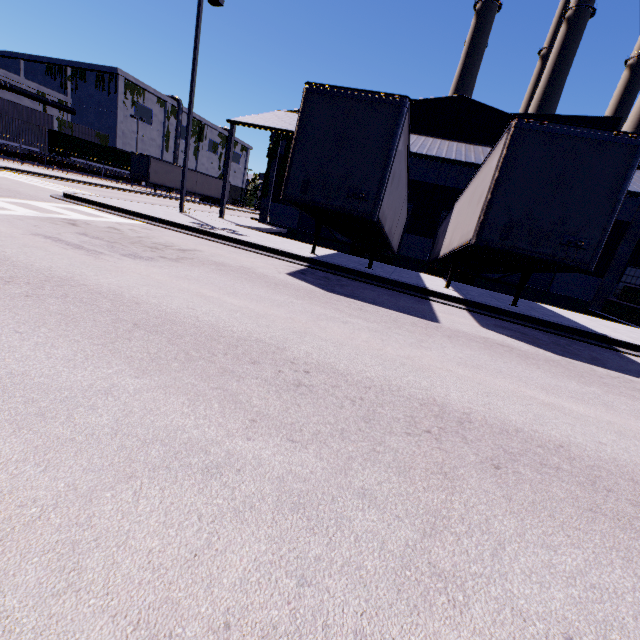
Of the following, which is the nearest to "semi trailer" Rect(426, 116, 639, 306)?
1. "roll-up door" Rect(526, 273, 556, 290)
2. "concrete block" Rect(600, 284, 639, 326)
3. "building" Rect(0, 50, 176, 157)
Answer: "building" Rect(0, 50, 176, 157)

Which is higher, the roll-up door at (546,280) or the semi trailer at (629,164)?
the semi trailer at (629,164)

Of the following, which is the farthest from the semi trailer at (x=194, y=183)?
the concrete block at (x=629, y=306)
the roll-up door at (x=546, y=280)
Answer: the roll-up door at (x=546, y=280)

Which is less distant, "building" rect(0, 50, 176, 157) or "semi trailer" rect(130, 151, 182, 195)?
"semi trailer" rect(130, 151, 182, 195)

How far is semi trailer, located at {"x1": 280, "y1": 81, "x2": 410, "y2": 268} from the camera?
7.7 meters

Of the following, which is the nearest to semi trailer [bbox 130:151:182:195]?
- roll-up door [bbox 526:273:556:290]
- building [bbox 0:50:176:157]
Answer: building [bbox 0:50:176:157]

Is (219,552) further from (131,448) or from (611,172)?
(611,172)

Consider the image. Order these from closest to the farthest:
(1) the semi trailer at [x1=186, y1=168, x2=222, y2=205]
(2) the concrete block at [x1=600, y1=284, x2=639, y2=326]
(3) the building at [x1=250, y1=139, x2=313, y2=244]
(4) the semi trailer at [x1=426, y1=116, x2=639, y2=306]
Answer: (4) the semi trailer at [x1=426, y1=116, x2=639, y2=306] < (2) the concrete block at [x1=600, y1=284, x2=639, y2=326] < (3) the building at [x1=250, y1=139, x2=313, y2=244] < (1) the semi trailer at [x1=186, y1=168, x2=222, y2=205]
